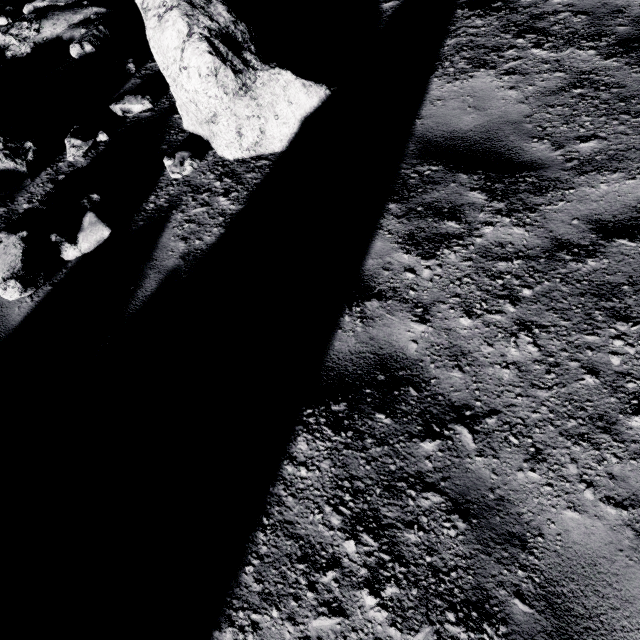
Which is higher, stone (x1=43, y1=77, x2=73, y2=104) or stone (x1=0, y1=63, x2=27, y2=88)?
stone (x1=0, y1=63, x2=27, y2=88)

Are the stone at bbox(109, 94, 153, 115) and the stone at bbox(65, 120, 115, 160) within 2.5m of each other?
yes

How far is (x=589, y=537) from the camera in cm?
196

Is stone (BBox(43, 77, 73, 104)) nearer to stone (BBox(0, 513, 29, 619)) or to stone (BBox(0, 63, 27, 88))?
stone (BBox(0, 63, 27, 88))

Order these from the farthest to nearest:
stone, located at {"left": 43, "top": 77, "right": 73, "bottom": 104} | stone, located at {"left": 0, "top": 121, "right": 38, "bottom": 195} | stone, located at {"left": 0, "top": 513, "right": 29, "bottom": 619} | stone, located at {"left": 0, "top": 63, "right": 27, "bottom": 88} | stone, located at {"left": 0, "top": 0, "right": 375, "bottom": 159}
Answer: stone, located at {"left": 0, "top": 63, "right": 27, "bottom": 88} < stone, located at {"left": 43, "top": 77, "right": 73, "bottom": 104} < stone, located at {"left": 0, "top": 121, "right": 38, "bottom": 195} < stone, located at {"left": 0, "top": 0, "right": 375, "bottom": 159} < stone, located at {"left": 0, "top": 513, "right": 29, "bottom": 619}

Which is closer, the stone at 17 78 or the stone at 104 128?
the stone at 104 128

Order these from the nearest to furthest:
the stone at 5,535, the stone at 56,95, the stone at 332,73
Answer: the stone at 5,535
the stone at 332,73
the stone at 56,95

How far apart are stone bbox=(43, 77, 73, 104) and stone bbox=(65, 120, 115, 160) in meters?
1.2 m
